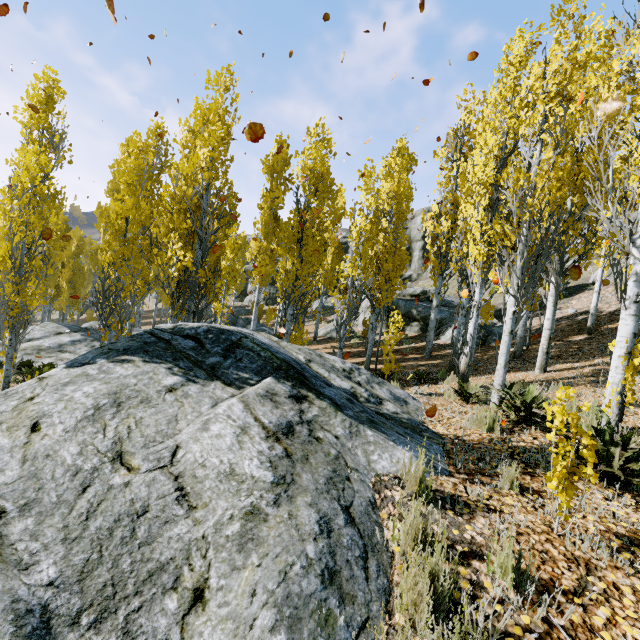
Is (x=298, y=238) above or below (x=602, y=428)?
above

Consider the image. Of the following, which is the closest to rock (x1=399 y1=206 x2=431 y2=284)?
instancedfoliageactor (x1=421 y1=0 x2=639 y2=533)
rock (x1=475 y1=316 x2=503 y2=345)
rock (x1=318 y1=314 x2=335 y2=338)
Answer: instancedfoliageactor (x1=421 y1=0 x2=639 y2=533)

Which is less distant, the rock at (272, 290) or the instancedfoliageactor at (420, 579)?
the instancedfoliageactor at (420, 579)

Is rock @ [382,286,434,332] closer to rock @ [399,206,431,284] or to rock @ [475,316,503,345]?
rock @ [475,316,503,345]

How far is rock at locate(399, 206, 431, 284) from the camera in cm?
3747

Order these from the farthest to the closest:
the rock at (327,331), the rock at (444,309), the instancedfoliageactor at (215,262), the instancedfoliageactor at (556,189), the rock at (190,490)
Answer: the rock at (327,331) → the rock at (444,309) → the instancedfoliageactor at (215,262) → the instancedfoliageactor at (556,189) → the rock at (190,490)

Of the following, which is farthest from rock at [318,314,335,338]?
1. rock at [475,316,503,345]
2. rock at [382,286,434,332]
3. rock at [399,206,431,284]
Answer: rock at [399,206,431,284]

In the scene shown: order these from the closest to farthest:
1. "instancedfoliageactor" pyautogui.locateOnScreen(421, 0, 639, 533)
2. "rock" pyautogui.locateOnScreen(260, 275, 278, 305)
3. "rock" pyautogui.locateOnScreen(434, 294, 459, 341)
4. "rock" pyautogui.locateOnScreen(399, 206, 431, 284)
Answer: "instancedfoliageactor" pyautogui.locateOnScreen(421, 0, 639, 533) < "rock" pyautogui.locateOnScreen(434, 294, 459, 341) < "rock" pyautogui.locateOnScreen(399, 206, 431, 284) < "rock" pyautogui.locateOnScreen(260, 275, 278, 305)
